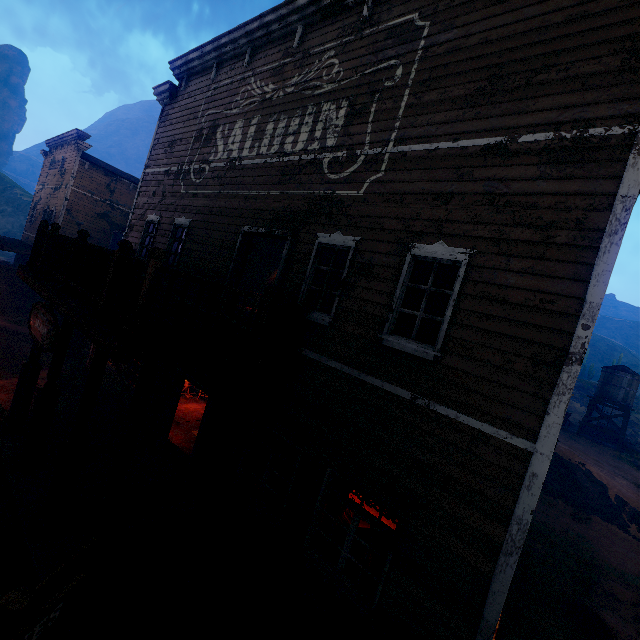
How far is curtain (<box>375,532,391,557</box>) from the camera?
4.9m

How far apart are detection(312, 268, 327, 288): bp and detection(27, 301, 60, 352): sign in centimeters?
398cm

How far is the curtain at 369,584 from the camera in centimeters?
488cm

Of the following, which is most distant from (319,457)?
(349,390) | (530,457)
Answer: (530,457)

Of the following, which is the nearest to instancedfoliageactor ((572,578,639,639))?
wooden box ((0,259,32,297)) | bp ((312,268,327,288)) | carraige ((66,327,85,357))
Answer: bp ((312,268,327,288))

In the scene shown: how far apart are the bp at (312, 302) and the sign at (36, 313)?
3.98m

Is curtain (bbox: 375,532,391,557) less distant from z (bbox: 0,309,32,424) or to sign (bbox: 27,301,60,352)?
z (bbox: 0,309,32,424)
